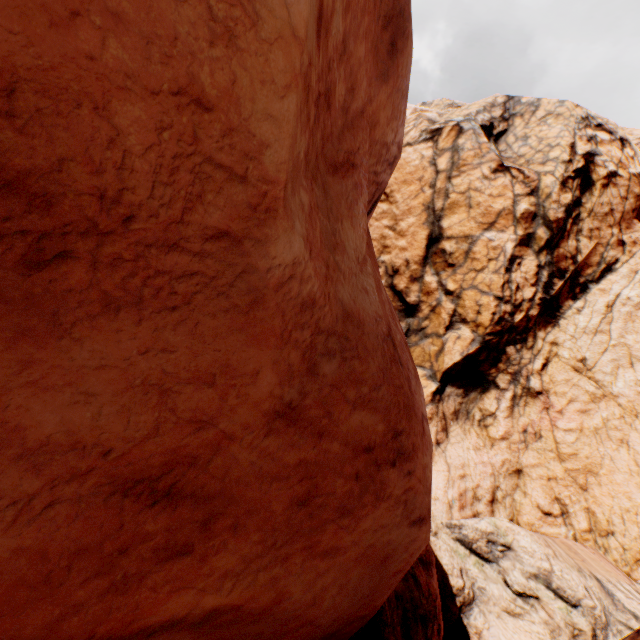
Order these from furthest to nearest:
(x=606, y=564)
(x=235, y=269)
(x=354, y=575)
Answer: (x=606, y=564), (x=354, y=575), (x=235, y=269)
